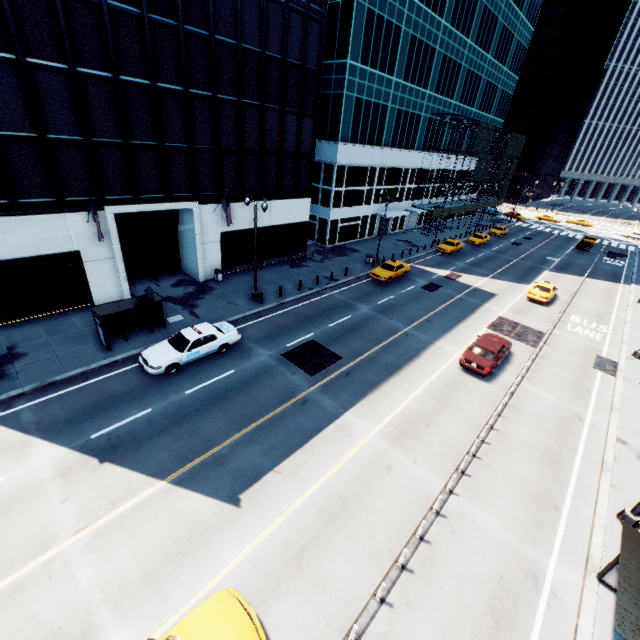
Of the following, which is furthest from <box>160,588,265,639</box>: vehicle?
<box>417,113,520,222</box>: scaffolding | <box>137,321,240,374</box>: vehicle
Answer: <box>417,113,520,222</box>: scaffolding

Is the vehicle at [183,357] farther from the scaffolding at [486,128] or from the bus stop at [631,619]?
the scaffolding at [486,128]

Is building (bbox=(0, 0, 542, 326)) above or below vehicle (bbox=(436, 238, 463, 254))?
above

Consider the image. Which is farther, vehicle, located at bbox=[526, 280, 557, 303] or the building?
vehicle, located at bbox=[526, 280, 557, 303]

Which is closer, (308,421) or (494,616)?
(494,616)

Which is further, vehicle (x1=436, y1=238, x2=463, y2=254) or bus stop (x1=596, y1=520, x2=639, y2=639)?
vehicle (x1=436, y1=238, x2=463, y2=254)

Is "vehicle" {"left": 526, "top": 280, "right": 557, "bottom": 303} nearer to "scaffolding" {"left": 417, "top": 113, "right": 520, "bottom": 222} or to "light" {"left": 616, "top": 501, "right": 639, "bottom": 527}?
"light" {"left": 616, "top": 501, "right": 639, "bottom": 527}

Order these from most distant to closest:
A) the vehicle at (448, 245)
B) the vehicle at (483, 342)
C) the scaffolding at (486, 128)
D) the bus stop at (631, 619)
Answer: the scaffolding at (486, 128), the vehicle at (448, 245), the vehicle at (483, 342), the bus stop at (631, 619)
